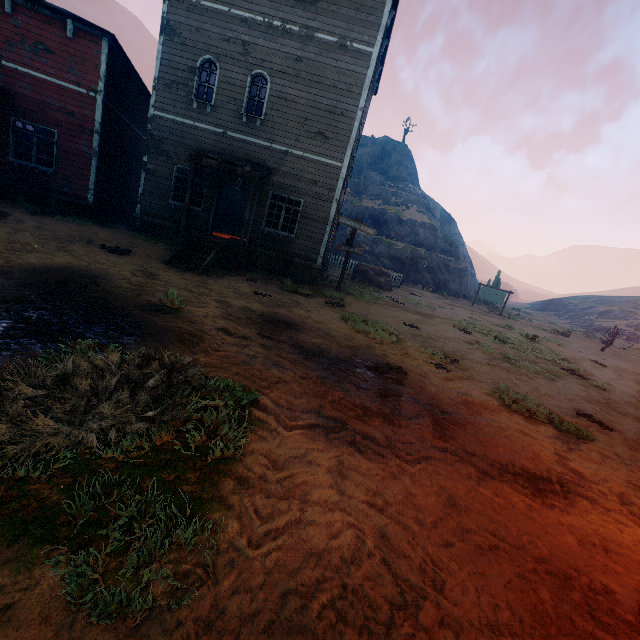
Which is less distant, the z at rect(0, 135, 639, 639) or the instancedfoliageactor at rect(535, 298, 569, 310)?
the z at rect(0, 135, 639, 639)

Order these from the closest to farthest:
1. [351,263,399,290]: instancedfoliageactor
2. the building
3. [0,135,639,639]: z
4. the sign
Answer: [0,135,639,639]: z
the building
[351,263,399,290]: instancedfoliageactor
the sign

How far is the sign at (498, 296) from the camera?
27.2 meters

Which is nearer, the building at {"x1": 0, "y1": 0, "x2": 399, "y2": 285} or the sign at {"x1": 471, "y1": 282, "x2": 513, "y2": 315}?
the building at {"x1": 0, "y1": 0, "x2": 399, "y2": 285}

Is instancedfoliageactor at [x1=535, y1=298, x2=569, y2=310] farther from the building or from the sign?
the building

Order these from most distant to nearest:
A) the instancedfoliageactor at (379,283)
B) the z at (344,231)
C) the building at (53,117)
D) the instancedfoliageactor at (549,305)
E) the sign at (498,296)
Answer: the instancedfoliageactor at (549,305) → the z at (344,231) → the sign at (498,296) → the instancedfoliageactor at (379,283) → the building at (53,117)

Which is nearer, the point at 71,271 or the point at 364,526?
the point at 364,526

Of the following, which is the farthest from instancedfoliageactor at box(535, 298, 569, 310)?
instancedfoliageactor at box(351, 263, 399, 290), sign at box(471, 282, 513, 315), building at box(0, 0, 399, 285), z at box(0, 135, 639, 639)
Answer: building at box(0, 0, 399, 285)
